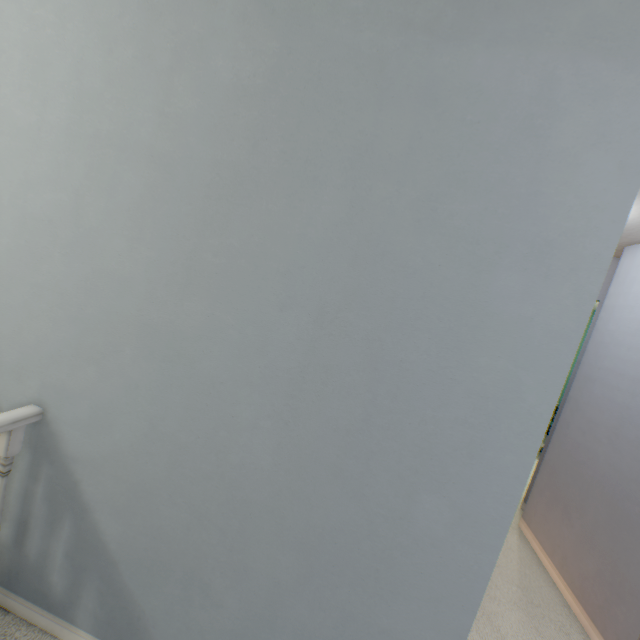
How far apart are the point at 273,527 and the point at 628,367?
2.6m
